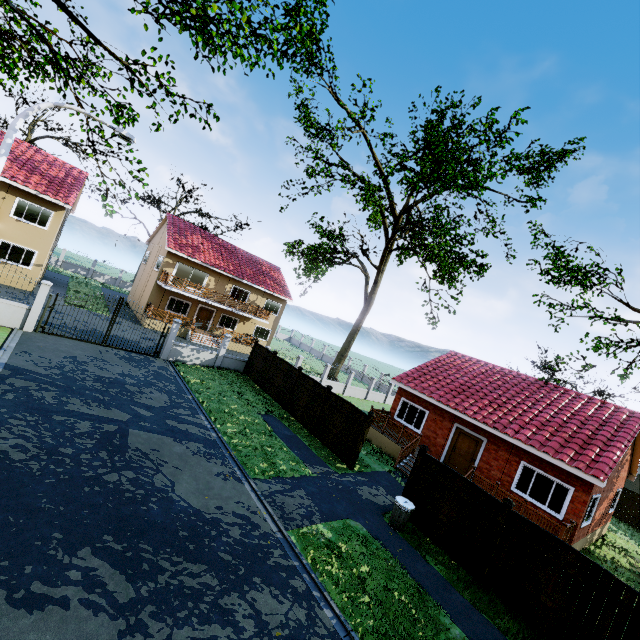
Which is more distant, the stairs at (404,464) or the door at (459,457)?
the door at (459,457)

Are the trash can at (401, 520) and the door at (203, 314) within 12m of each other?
no

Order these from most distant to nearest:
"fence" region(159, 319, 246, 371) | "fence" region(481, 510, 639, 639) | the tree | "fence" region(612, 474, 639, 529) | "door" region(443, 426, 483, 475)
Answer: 1. "fence" region(612, 474, 639, 529)
2. "fence" region(159, 319, 246, 371)
3. "door" region(443, 426, 483, 475)
4. the tree
5. "fence" region(481, 510, 639, 639)

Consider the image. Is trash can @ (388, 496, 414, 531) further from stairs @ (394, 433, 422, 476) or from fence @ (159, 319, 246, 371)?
stairs @ (394, 433, 422, 476)

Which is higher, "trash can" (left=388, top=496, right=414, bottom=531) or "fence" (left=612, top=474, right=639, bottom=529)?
"fence" (left=612, top=474, right=639, bottom=529)

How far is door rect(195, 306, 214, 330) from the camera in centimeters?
3017cm

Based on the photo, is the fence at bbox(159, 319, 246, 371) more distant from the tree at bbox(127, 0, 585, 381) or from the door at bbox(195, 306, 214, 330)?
the door at bbox(195, 306, 214, 330)

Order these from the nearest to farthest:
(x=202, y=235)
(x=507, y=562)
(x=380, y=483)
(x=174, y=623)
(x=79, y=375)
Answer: (x=174, y=623)
(x=507, y=562)
(x=79, y=375)
(x=380, y=483)
(x=202, y=235)
